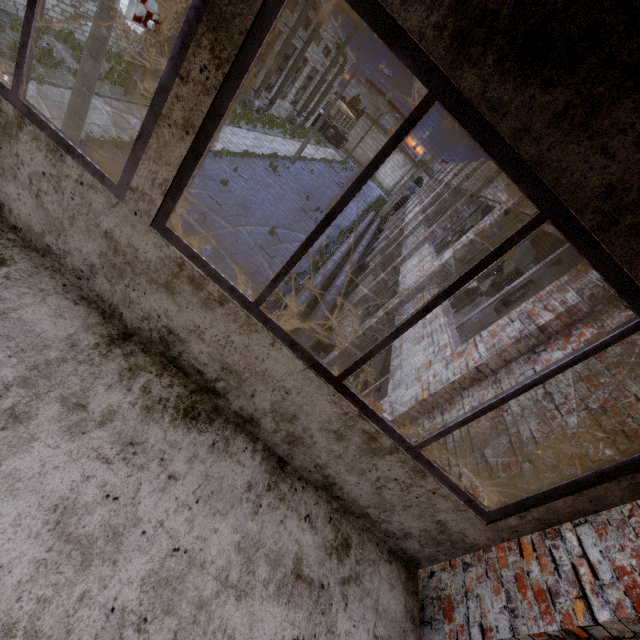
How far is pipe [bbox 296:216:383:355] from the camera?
10.66m

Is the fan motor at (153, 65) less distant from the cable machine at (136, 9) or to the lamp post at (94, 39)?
the cable machine at (136, 9)

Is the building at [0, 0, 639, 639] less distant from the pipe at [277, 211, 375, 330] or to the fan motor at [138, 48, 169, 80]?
the pipe at [277, 211, 375, 330]

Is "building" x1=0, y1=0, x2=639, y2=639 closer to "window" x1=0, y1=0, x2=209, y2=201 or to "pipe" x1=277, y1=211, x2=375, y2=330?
"window" x1=0, y1=0, x2=209, y2=201

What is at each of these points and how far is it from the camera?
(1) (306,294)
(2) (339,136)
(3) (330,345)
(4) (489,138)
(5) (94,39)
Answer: (1) pipe, 12.08m
(2) truck, 59.69m
(3) pipe, 11.05m
(4) window, 1.36m
(5) lamp post, 8.35m

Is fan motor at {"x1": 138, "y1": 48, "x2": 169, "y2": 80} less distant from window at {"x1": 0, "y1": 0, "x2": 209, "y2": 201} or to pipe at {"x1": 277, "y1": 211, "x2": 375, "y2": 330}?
pipe at {"x1": 277, "y1": 211, "x2": 375, "y2": 330}

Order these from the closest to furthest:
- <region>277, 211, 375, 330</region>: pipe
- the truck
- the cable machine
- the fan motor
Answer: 1. <region>277, 211, 375, 330</region>: pipe
2. the fan motor
3. the cable machine
4. the truck

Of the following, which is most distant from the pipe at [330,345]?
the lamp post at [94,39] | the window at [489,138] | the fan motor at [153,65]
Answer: the fan motor at [153,65]
